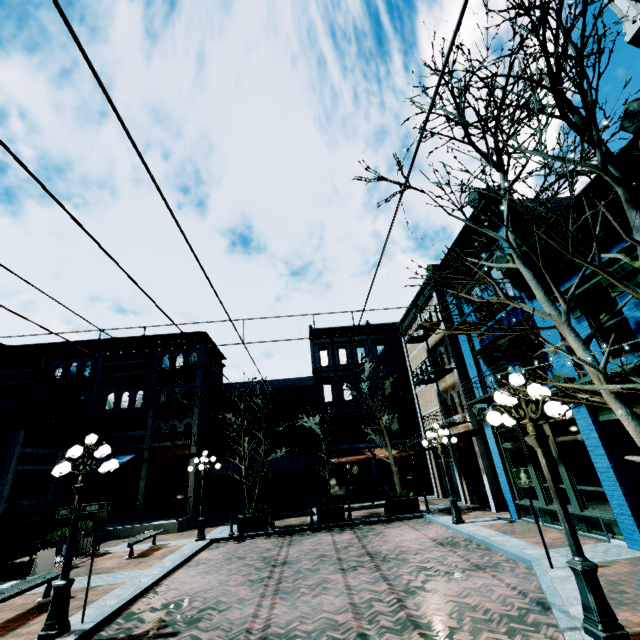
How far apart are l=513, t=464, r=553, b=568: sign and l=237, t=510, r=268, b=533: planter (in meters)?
11.59

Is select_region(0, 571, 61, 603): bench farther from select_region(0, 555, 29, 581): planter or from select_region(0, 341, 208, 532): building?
select_region(0, 341, 208, 532): building

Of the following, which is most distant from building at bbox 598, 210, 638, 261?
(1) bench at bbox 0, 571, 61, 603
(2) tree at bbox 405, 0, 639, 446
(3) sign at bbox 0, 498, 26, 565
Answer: (1) bench at bbox 0, 571, 61, 603

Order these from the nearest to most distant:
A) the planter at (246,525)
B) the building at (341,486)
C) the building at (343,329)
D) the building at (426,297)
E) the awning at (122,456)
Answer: the planter at (246,525)
the building at (426,297)
the awning at (122,456)
the building at (341,486)
the building at (343,329)

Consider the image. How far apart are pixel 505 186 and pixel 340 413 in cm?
2278

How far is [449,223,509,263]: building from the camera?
10.99m

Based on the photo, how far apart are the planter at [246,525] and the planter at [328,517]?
2.4 meters

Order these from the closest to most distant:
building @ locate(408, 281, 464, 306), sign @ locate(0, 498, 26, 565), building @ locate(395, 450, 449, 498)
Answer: sign @ locate(0, 498, 26, 565) → building @ locate(408, 281, 464, 306) → building @ locate(395, 450, 449, 498)
